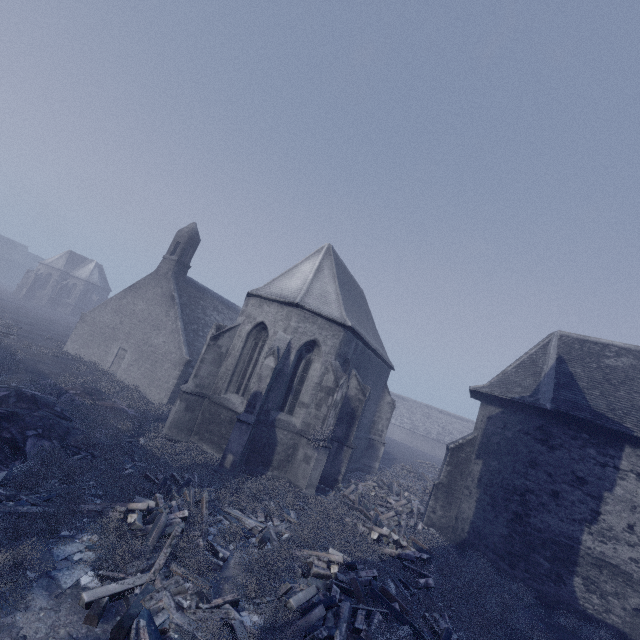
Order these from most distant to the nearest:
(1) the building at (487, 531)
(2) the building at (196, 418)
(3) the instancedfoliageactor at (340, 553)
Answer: (2) the building at (196, 418) → (1) the building at (487, 531) → (3) the instancedfoliageactor at (340, 553)

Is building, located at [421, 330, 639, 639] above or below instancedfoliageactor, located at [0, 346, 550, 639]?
above

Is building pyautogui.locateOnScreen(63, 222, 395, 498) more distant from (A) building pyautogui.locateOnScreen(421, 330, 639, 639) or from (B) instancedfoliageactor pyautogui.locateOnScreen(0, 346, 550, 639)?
(A) building pyautogui.locateOnScreen(421, 330, 639, 639)

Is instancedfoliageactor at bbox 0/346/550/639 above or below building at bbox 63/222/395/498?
below

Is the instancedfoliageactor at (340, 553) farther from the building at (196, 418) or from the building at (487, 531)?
the building at (487, 531)

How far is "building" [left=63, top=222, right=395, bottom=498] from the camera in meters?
13.7 m

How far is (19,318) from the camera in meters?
34.0 m

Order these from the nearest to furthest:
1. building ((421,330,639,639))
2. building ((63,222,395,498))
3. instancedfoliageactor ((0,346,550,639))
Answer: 1. instancedfoliageactor ((0,346,550,639))
2. building ((421,330,639,639))
3. building ((63,222,395,498))
